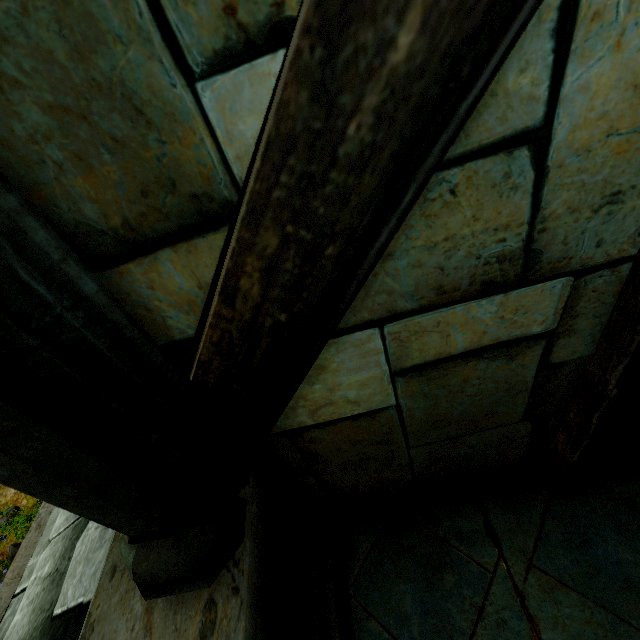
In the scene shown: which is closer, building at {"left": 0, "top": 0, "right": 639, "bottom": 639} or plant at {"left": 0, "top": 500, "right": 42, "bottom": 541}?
building at {"left": 0, "top": 0, "right": 639, "bottom": 639}

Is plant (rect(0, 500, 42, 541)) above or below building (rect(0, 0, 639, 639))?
below

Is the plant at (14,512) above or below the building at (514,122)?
below

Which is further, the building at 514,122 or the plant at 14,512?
the plant at 14,512

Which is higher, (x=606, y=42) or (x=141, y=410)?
(x=606, y=42)
